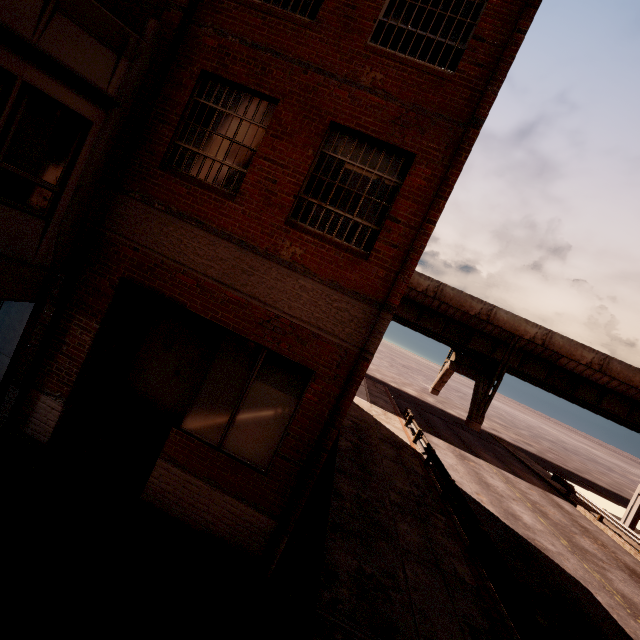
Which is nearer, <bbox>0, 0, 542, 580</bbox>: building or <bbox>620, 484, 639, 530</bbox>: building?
<bbox>0, 0, 542, 580</bbox>: building

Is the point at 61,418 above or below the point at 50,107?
below

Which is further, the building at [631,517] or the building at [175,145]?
the building at [631,517]
